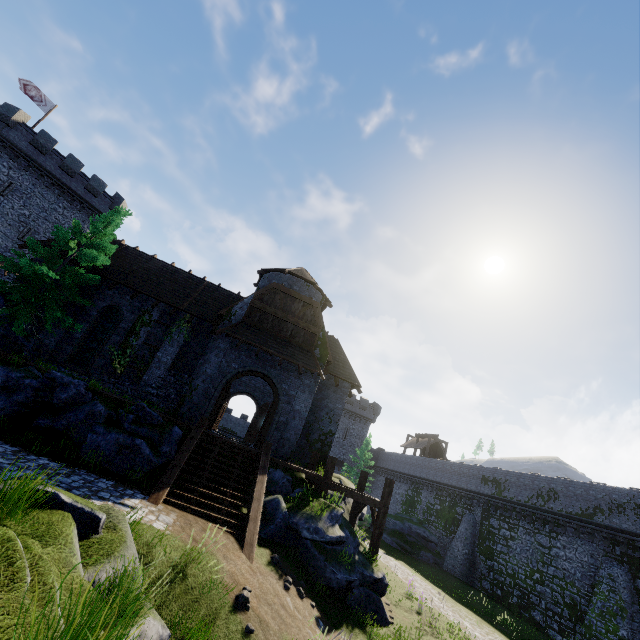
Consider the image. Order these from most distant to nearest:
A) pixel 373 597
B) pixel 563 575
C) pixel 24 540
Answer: pixel 563 575 < pixel 373 597 < pixel 24 540

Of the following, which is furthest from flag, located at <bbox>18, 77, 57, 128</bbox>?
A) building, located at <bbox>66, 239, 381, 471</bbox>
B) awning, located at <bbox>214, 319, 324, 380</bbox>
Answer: awning, located at <bbox>214, 319, 324, 380</bbox>

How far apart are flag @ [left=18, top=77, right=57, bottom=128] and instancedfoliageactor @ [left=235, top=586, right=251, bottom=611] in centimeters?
4203cm

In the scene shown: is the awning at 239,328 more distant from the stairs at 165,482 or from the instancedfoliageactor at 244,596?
the instancedfoliageactor at 244,596

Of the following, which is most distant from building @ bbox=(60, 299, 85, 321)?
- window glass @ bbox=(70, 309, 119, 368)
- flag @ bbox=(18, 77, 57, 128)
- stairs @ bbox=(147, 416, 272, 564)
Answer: flag @ bbox=(18, 77, 57, 128)

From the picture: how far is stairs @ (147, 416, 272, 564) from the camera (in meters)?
9.56

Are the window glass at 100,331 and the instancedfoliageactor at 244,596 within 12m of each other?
no

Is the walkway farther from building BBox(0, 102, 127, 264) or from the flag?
the flag
